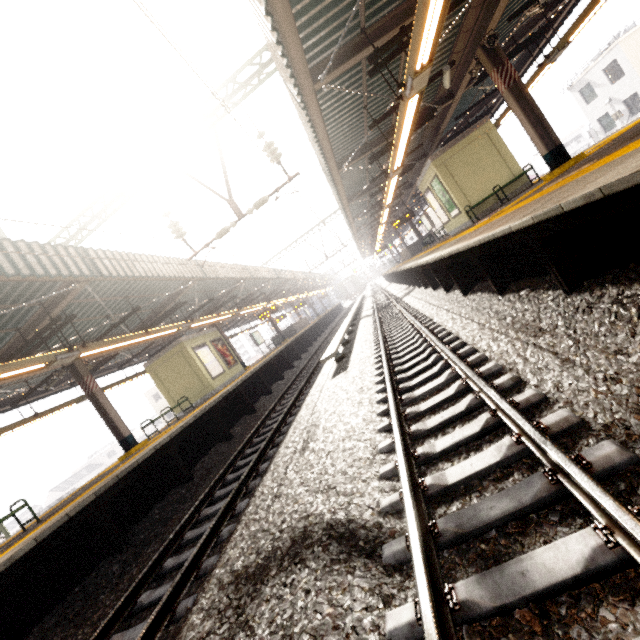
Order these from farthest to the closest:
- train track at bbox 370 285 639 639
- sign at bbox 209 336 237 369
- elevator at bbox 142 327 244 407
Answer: sign at bbox 209 336 237 369 → elevator at bbox 142 327 244 407 → train track at bbox 370 285 639 639

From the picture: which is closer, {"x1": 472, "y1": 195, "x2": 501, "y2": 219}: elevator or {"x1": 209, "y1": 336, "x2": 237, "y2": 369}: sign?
{"x1": 472, "y1": 195, "x2": 501, "y2": 219}: elevator

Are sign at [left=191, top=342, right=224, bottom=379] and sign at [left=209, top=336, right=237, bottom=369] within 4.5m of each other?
yes

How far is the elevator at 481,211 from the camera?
11.84m

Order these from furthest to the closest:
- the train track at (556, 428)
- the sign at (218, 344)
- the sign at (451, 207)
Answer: the sign at (218, 344), the sign at (451, 207), the train track at (556, 428)

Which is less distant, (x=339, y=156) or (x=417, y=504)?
(x=417, y=504)

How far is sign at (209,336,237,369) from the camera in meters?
16.4 m

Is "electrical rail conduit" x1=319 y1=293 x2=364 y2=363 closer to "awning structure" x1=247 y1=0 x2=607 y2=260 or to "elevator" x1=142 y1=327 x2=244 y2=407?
"awning structure" x1=247 y1=0 x2=607 y2=260
